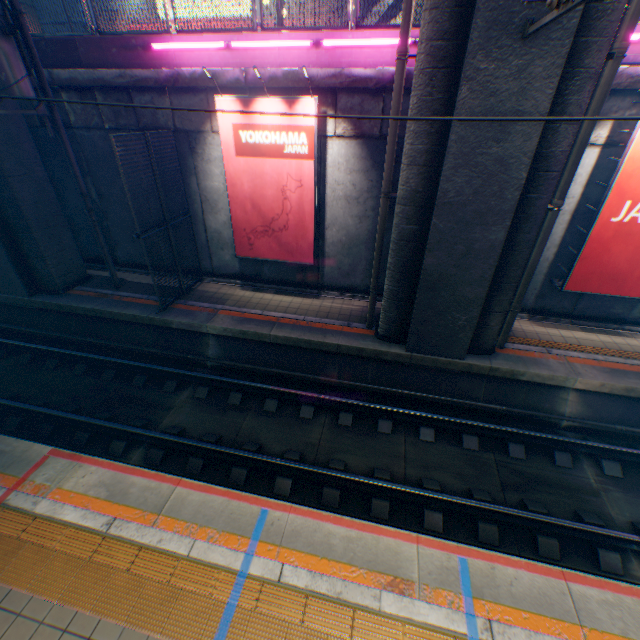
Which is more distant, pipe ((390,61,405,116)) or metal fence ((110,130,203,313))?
metal fence ((110,130,203,313))

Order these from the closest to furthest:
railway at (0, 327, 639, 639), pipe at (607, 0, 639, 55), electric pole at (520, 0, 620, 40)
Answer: → electric pole at (520, 0, 620, 40), railway at (0, 327, 639, 639), pipe at (607, 0, 639, 55)

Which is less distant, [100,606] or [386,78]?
[100,606]

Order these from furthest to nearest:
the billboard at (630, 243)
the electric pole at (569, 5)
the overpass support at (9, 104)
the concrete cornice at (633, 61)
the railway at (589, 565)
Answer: A:
the overpass support at (9, 104)
the billboard at (630, 243)
the concrete cornice at (633, 61)
the railway at (589, 565)
the electric pole at (569, 5)

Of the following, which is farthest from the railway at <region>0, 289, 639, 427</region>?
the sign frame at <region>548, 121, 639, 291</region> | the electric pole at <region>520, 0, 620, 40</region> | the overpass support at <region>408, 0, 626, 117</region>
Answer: the electric pole at <region>520, 0, 620, 40</region>

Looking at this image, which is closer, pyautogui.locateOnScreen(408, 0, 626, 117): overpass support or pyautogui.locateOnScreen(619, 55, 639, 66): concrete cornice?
pyautogui.locateOnScreen(408, 0, 626, 117): overpass support

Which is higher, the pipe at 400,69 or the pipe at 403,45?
the pipe at 403,45

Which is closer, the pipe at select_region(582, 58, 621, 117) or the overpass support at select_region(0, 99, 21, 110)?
the pipe at select_region(582, 58, 621, 117)
